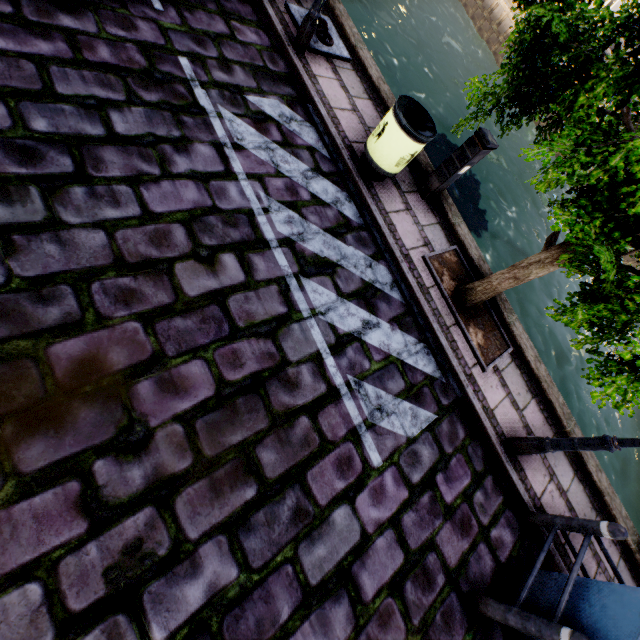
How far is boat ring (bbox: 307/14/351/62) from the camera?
5.53m

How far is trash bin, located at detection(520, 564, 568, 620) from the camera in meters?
3.3 m

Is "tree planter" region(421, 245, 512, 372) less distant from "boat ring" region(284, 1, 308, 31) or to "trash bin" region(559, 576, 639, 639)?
"trash bin" region(559, 576, 639, 639)

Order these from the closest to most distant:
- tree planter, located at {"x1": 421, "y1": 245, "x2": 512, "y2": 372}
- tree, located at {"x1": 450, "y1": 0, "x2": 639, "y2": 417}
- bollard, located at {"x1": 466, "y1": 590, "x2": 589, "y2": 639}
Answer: tree, located at {"x1": 450, "y1": 0, "x2": 639, "y2": 417}
bollard, located at {"x1": 466, "y1": 590, "x2": 589, "y2": 639}
tree planter, located at {"x1": 421, "y1": 245, "x2": 512, "y2": 372}

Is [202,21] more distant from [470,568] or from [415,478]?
[470,568]

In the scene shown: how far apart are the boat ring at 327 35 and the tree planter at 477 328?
4.0 meters

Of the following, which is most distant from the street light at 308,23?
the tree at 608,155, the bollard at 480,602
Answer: the bollard at 480,602

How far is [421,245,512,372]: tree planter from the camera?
4.9 meters
